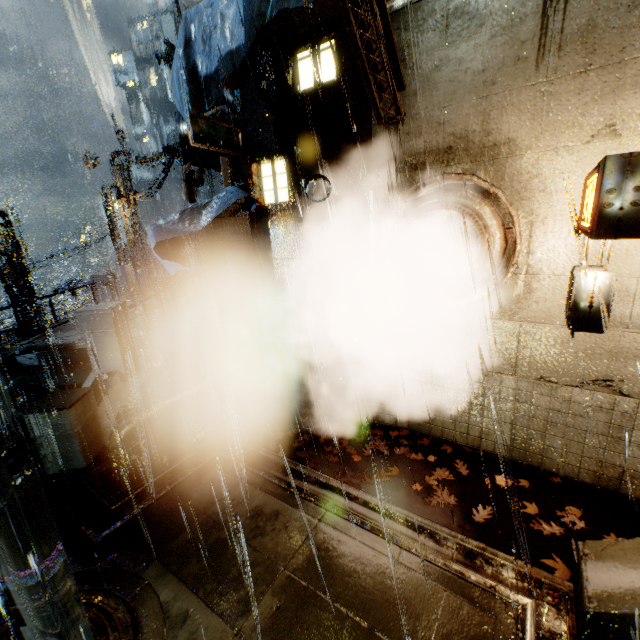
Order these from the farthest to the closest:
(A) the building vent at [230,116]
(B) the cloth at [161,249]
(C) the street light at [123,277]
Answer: (C) the street light at [123,277] < (A) the building vent at [230,116] < (B) the cloth at [161,249]

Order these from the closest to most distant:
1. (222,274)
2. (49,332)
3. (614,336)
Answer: (614,336) < (222,274) < (49,332)

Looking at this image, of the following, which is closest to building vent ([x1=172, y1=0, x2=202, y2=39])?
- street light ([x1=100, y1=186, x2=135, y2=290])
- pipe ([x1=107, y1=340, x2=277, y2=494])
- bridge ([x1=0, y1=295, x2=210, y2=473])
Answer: bridge ([x1=0, y1=295, x2=210, y2=473])

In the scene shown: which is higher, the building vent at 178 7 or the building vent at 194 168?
the building vent at 178 7

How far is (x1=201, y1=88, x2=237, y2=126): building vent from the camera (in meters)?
12.13

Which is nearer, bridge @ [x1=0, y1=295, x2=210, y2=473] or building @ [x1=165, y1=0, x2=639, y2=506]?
building @ [x1=165, y1=0, x2=639, y2=506]

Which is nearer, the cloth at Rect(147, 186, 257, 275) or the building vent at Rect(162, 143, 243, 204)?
the cloth at Rect(147, 186, 257, 275)
